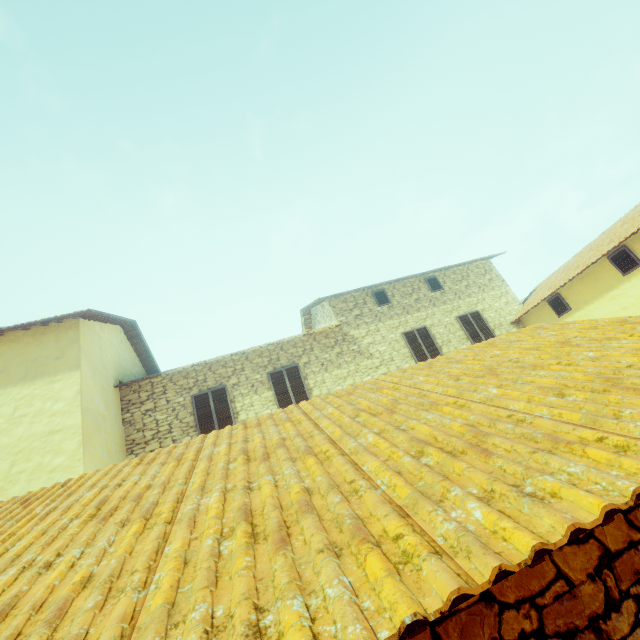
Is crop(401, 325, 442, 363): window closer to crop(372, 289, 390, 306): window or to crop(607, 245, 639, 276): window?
crop(607, 245, 639, 276): window

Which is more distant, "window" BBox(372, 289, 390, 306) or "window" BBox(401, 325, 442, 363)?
"window" BBox(372, 289, 390, 306)

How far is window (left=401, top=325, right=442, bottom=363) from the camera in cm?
1180

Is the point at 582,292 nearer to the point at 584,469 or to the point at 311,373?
the point at 311,373

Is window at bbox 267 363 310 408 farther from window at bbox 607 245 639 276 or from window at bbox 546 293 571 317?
window at bbox 546 293 571 317

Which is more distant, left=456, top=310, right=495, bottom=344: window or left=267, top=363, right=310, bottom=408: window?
left=456, top=310, right=495, bottom=344: window

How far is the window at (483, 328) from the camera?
12.5 meters

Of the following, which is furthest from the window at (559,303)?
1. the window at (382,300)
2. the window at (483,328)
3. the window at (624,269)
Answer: the window at (483,328)
